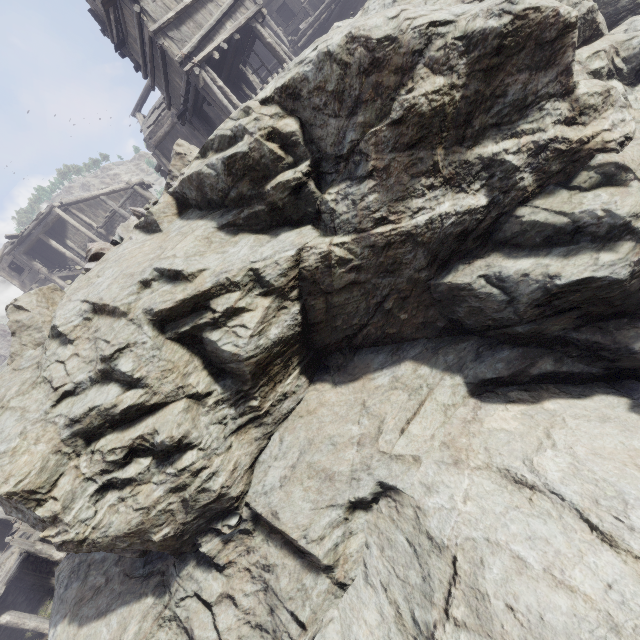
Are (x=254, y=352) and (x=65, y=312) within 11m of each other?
yes

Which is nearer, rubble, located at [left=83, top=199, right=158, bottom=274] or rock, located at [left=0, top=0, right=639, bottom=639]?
rock, located at [left=0, top=0, right=639, bottom=639]

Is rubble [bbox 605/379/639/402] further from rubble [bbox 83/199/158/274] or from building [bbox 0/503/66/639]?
rubble [bbox 83/199/158/274]

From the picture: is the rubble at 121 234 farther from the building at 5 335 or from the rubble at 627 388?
the rubble at 627 388

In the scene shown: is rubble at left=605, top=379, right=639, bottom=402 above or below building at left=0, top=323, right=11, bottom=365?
below

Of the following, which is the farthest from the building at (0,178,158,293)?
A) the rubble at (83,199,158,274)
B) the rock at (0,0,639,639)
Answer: the rubble at (83,199,158,274)

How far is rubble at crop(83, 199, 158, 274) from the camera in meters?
5.8 m

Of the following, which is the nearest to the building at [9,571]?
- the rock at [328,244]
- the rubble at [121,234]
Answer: the rock at [328,244]
